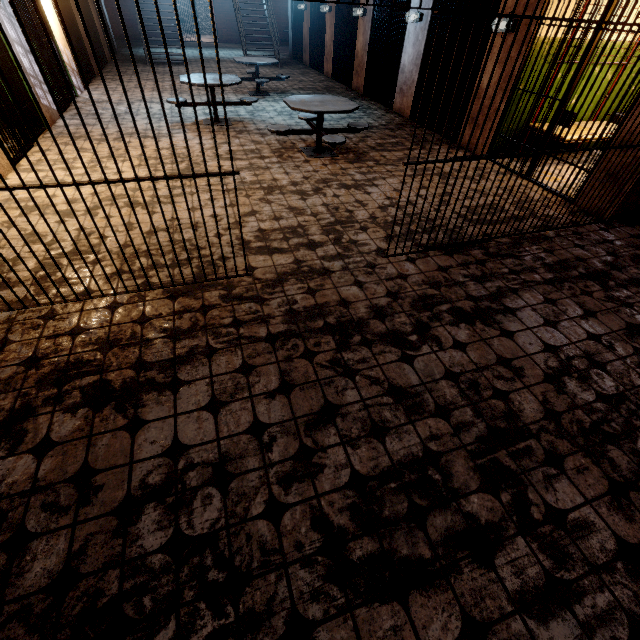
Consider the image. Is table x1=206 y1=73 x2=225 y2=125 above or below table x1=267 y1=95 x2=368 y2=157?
above

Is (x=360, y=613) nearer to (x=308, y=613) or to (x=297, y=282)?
(x=308, y=613)

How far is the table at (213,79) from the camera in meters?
6.3 m

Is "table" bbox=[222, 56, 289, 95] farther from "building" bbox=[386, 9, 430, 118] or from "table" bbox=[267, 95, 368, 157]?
"table" bbox=[267, 95, 368, 157]

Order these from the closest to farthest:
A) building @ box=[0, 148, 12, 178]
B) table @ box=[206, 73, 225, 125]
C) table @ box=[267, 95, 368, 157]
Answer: building @ box=[0, 148, 12, 178], table @ box=[267, 95, 368, 157], table @ box=[206, 73, 225, 125]

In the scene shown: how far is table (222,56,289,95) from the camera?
6.57m

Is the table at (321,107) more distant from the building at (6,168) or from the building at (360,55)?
the building at (6,168)

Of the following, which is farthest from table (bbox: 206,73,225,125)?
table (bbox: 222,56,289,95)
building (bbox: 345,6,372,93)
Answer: building (bbox: 345,6,372,93)
